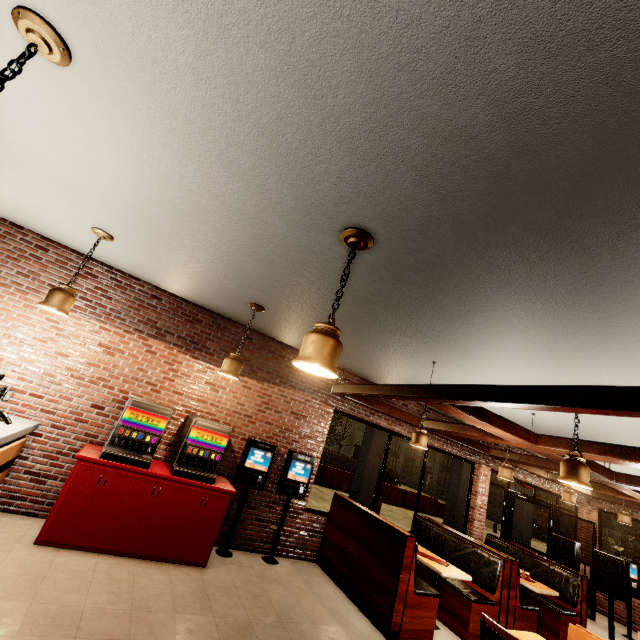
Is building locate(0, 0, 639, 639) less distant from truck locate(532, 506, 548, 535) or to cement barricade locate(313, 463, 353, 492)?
cement barricade locate(313, 463, 353, 492)

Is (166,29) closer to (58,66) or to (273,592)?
(58,66)

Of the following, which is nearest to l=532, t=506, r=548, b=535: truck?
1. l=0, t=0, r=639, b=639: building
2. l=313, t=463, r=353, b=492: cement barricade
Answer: l=313, t=463, r=353, b=492: cement barricade

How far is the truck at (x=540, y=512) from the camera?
28.8 meters

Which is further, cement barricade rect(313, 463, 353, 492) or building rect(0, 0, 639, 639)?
cement barricade rect(313, 463, 353, 492)

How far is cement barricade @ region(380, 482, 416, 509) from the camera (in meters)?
17.58

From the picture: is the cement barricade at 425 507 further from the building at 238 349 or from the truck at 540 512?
the truck at 540 512
